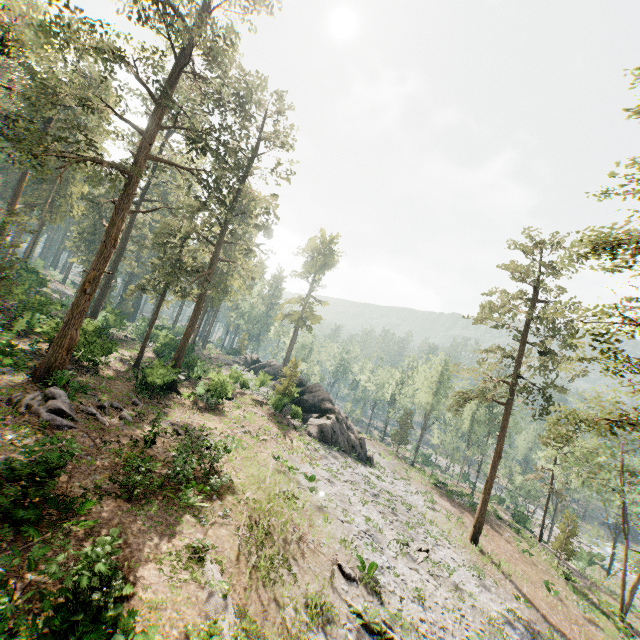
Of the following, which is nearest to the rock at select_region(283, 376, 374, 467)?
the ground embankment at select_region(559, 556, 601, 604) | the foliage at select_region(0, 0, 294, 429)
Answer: the foliage at select_region(0, 0, 294, 429)

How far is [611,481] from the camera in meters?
33.3

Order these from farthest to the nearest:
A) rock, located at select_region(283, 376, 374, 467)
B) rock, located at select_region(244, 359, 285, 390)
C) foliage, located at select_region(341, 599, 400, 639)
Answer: rock, located at select_region(244, 359, 285, 390) < rock, located at select_region(283, 376, 374, 467) < foliage, located at select_region(341, 599, 400, 639)

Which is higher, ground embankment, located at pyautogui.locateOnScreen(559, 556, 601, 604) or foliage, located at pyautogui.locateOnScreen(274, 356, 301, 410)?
foliage, located at pyautogui.locateOnScreen(274, 356, 301, 410)

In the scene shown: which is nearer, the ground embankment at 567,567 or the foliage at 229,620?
the foliage at 229,620

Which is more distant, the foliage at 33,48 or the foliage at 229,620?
the foliage at 33,48

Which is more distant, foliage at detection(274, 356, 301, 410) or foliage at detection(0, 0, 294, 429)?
foliage at detection(274, 356, 301, 410)
